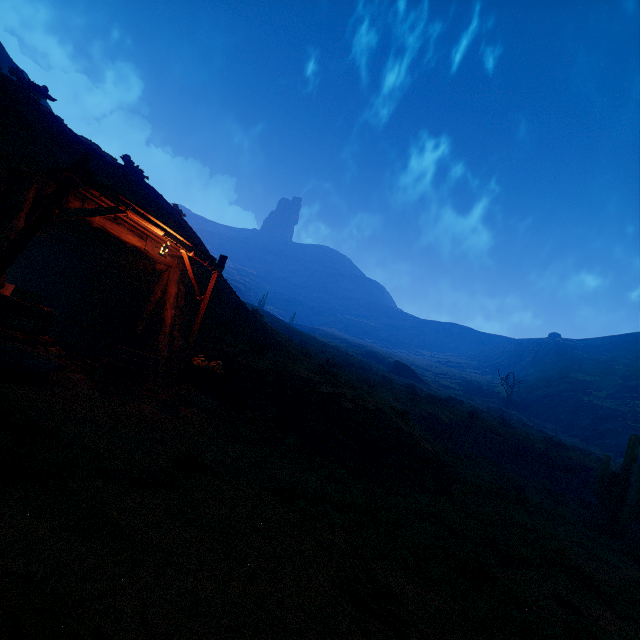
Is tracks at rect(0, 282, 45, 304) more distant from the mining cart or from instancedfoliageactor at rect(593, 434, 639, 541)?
instancedfoliageactor at rect(593, 434, 639, 541)

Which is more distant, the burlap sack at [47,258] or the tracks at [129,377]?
the burlap sack at [47,258]

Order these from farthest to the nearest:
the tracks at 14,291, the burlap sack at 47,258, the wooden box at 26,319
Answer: the burlap sack at 47,258
the tracks at 14,291
the wooden box at 26,319

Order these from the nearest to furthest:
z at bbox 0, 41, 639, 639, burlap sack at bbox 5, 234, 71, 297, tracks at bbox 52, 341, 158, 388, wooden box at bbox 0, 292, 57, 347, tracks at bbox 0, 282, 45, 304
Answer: z at bbox 0, 41, 639, 639, wooden box at bbox 0, 292, 57, 347, tracks at bbox 52, 341, 158, 388, tracks at bbox 0, 282, 45, 304, burlap sack at bbox 5, 234, 71, 297

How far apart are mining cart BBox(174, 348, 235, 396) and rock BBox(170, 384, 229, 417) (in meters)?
0.02

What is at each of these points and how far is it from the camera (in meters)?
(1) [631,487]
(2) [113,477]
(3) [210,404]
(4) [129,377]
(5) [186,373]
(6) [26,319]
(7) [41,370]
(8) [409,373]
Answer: (1) instancedfoliageactor, 12.22
(2) z, 4.11
(3) rock, 9.77
(4) tracks, 8.21
(5) mining cart, 9.91
(6) wooden box, 6.98
(7) barrel, 6.14
(8) instancedfoliageactor, 54.44

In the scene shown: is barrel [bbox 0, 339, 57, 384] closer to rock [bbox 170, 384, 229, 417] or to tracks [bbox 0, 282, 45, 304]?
tracks [bbox 0, 282, 45, 304]

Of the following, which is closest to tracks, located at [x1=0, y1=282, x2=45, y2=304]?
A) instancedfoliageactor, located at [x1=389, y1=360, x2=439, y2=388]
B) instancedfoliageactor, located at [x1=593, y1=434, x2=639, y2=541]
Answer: instancedfoliageactor, located at [x1=593, y1=434, x2=639, y2=541]
